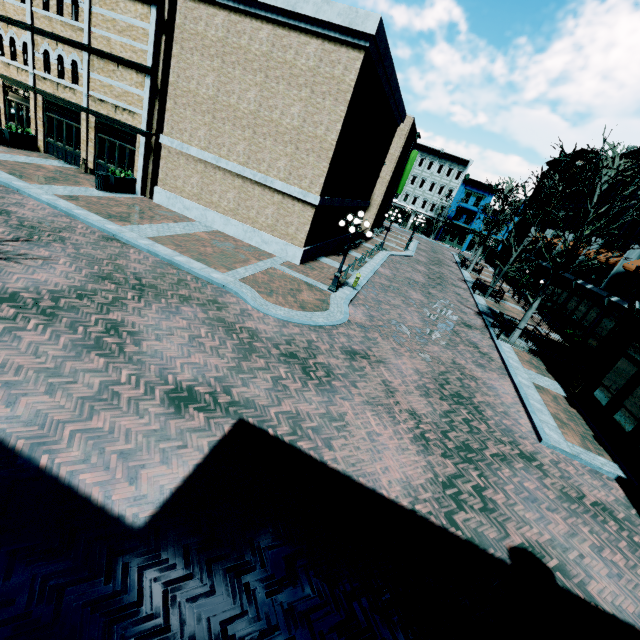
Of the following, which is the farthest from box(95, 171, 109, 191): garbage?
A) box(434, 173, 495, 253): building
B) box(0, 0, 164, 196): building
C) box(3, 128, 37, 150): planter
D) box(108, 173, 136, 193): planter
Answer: box(434, 173, 495, 253): building

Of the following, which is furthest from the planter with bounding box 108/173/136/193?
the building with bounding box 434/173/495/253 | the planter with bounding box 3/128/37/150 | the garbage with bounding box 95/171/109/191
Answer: the building with bounding box 434/173/495/253

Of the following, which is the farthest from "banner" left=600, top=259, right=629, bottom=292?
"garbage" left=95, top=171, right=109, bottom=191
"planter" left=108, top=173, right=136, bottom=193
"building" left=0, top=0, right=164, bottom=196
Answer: "garbage" left=95, top=171, right=109, bottom=191

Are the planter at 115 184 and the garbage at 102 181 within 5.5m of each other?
yes

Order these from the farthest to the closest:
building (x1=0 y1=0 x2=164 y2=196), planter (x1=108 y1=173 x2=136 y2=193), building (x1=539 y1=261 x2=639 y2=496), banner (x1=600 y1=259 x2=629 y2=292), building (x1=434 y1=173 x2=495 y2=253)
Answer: building (x1=434 y1=173 x2=495 y2=253), banner (x1=600 y1=259 x2=629 y2=292), planter (x1=108 y1=173 x2=136 y2=193), building (x1=0 y1=0 x2=164 y2=196), building (x1=539 y1=261 x2=639 y2=496)

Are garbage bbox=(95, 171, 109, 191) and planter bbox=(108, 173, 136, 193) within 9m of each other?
yes

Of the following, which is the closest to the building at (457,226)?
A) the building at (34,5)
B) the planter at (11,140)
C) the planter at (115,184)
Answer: the building at (34,5)

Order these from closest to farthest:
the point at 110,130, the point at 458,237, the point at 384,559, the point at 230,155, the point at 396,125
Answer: the point at 384,559
the point at 230,155
the point at 110,130
the point at 396,125
the point at 458,237
